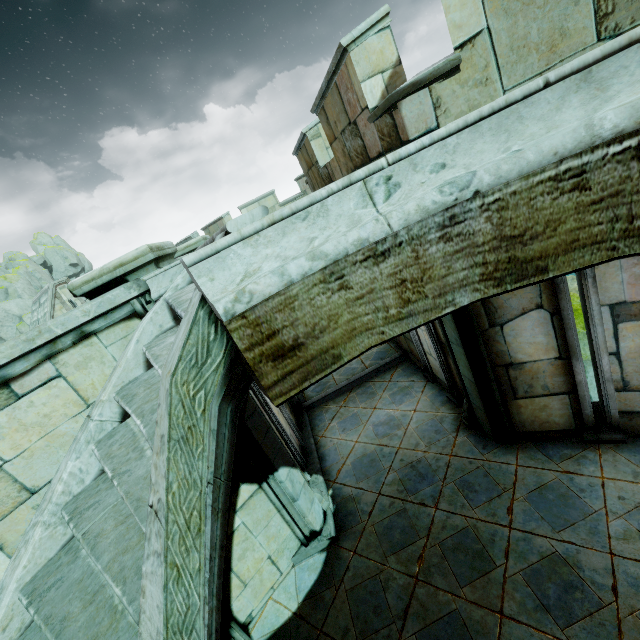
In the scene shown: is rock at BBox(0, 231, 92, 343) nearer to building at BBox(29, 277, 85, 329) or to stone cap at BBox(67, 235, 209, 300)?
building at BBox(29, 277, 85, 329)

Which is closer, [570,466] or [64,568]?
[64,568]

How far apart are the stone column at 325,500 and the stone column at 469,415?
2.7 meters

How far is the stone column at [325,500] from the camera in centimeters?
521cm

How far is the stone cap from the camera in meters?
3.3

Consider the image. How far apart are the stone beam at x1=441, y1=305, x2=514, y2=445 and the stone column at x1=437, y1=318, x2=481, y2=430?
0.0m

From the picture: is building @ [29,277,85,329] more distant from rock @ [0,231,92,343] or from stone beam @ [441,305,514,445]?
stone beam @ [441,305,514,445]

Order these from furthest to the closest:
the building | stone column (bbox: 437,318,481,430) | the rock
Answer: the rock < the building < stone column (bbox: 437,318,481,430)
